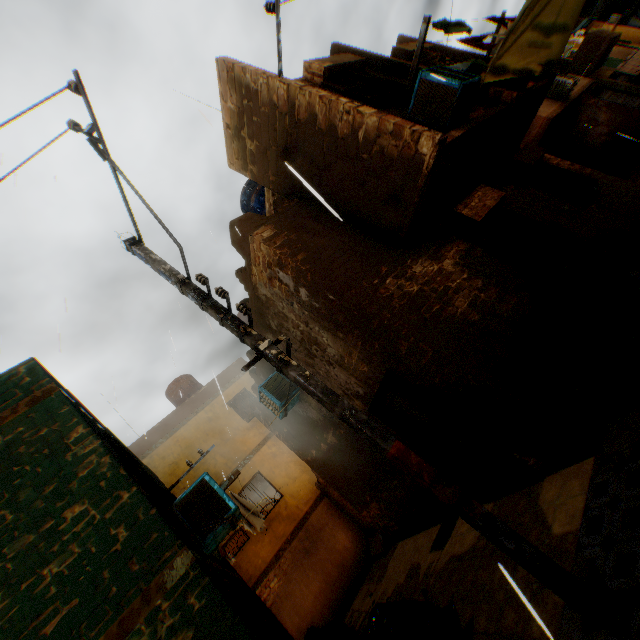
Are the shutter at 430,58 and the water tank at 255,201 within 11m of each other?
yes

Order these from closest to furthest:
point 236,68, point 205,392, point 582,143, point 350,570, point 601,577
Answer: point 601,577, point 236,68, point 350,570, point 205,392, point 582,143

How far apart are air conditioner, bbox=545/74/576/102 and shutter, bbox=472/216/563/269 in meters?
10.5

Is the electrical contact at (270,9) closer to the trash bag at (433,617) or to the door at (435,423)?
the trash bag at (433,617)

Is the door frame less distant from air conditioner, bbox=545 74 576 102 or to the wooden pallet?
the wooden pallet

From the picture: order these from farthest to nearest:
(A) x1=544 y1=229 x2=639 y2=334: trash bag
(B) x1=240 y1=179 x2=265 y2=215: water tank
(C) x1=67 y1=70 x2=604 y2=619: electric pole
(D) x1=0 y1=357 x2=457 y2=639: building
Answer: (B) x1=240 y1=179 x2=265 y2=215: water tank → (A) x1=544 y1=229 x2=639 y2=334: trash bag → (D) x1=0 y1=357 x2=457 y2=639: building → (C) x1=67 y1=70 x2=604 y2=619: electric pole

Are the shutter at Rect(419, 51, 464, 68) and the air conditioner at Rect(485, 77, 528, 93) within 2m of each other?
yes

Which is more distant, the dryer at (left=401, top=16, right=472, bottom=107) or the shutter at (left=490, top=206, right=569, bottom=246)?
the shutter at (left=490, top=206, right=569, bottom=246)
